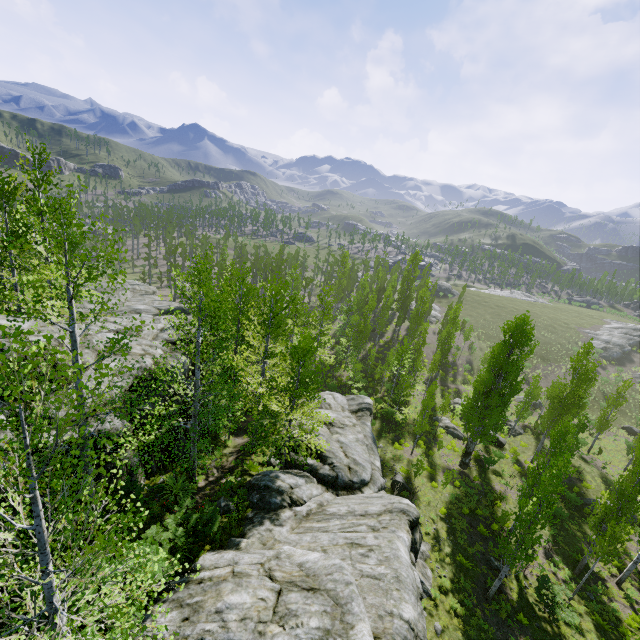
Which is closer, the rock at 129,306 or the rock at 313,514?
the rock at 313,514

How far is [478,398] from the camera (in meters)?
24.81

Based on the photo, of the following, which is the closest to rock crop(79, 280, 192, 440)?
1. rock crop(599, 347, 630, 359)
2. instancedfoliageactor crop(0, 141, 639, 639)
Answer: instancedfoliageactor crop(0, 141, 639, 639)

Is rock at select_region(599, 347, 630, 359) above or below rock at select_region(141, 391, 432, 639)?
below

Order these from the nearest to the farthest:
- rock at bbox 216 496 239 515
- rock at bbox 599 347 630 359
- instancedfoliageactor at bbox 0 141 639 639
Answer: instancedfoliageactor at bbox 0 141 639 639 → rock at bbox 216 496 239 515 → rock at bbox 599 347 630 359

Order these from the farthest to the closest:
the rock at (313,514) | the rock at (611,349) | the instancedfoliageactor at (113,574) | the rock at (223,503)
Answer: the rock at (611,349), the rock at (223,503), the rock at (313,514), the instancedfoliageactor at (113,574)

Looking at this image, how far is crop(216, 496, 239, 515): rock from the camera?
14.0 meters

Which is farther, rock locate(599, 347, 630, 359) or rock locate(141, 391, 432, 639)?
rock locate(599, 347, 630, 359)
